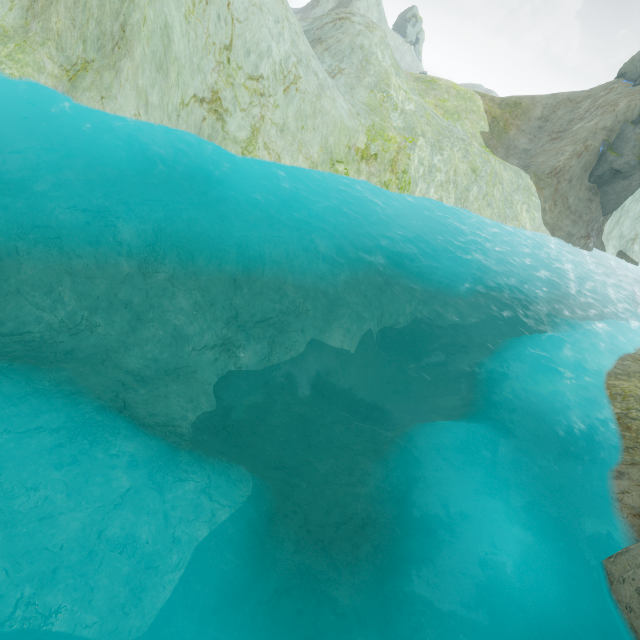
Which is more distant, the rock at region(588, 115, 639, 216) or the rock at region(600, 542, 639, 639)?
the rock at region(588, 115, 639, 216)

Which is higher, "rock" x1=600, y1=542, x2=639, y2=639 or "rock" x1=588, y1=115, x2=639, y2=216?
"rock" x1=588, y1=115, x2=639, y2=216

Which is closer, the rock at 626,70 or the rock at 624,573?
the rock at 624,573

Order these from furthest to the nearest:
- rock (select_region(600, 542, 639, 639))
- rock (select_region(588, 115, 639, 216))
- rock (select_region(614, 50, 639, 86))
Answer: rock (select_region(614, 50, 639, 86)) → rock (select_region(588, 115, 639, 216)) → rock (select_region(600, 542, 639, 639))

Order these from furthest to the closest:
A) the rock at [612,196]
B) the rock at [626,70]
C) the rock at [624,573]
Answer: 1. the rock at [626,70]
2. the rock at [612,196]
3. the rock at [624,573]

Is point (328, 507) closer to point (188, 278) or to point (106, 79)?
point (188, 278)
